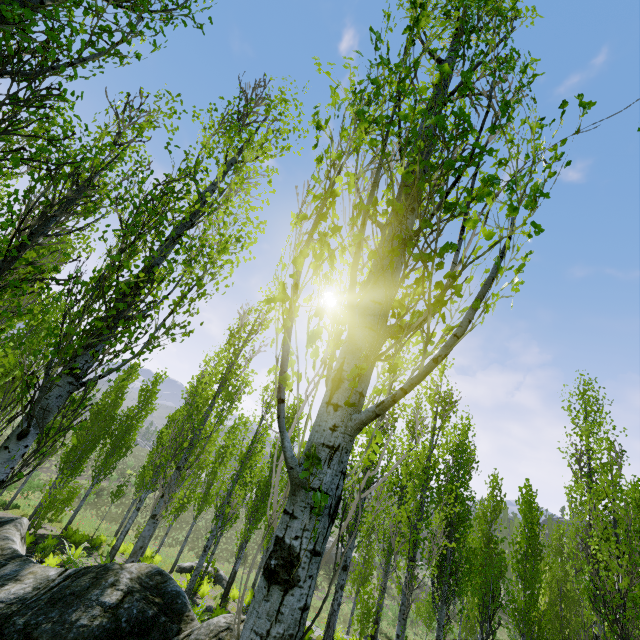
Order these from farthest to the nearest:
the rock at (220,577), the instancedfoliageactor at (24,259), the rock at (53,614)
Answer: the rock at (220,577) → the rock at (53,614) → the instancedfoliageactor at (24,259)

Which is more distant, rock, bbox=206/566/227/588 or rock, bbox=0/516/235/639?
rock, bbox=206/566/227/588

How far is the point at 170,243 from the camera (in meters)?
5.46

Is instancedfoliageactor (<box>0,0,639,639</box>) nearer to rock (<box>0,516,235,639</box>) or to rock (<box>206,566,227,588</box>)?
rock (<box>0,516,235,639</box>)

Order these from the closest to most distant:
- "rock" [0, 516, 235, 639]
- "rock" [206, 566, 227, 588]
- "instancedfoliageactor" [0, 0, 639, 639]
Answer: "instancedfoliageactor" [0, 0, 639, 639], "rock" [0, 516, 235, 639], "rock" [206, 566, 227, 588]

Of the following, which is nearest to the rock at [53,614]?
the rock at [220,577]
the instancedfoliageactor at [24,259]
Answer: the instancedfoliageactor at [24,259]

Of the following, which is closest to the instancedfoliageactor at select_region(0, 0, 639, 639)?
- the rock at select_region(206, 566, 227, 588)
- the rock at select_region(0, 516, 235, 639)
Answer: → the rock at select_region(0, 516, 235, 639)

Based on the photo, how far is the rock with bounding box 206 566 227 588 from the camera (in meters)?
18.92
